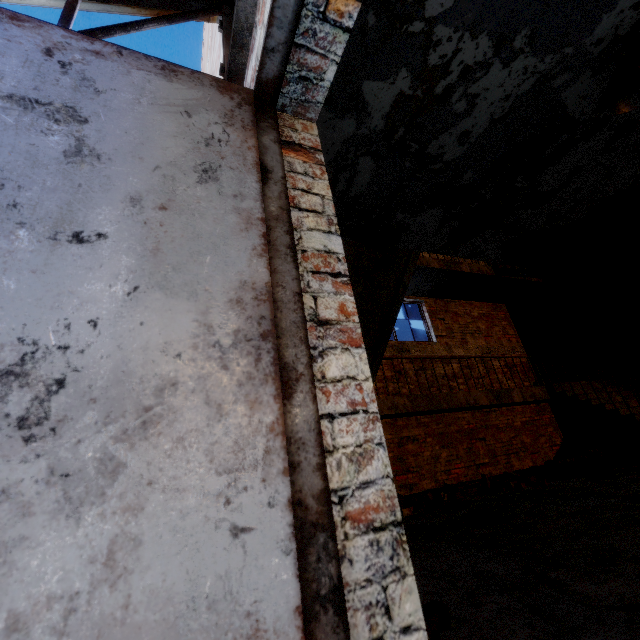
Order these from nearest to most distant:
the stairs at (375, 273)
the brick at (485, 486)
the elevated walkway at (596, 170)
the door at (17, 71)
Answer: the door at (17, 71) < the elevated walkway at (596, 170) < the stairs at (375, 273) < the brick at (485, 486)

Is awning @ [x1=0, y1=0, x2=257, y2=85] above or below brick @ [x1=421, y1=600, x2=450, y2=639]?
above

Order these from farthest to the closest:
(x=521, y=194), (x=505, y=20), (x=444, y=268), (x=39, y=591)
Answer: (x=444, y=268), (x=521, y=194), (x=505, y=20), (x=39, y=591)

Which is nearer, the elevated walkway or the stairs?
the elevated walkway

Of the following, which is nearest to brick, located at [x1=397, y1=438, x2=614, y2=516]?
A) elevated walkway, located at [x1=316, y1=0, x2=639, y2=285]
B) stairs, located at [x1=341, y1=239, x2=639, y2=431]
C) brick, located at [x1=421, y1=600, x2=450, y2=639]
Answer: stairs, located at [x1=341, y1=239, x2=639, y2=431]

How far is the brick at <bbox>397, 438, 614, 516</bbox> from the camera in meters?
5.0 m

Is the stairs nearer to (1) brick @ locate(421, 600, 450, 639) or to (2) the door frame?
(2) the door frame

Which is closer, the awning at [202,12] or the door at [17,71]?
the door at [17,71]
